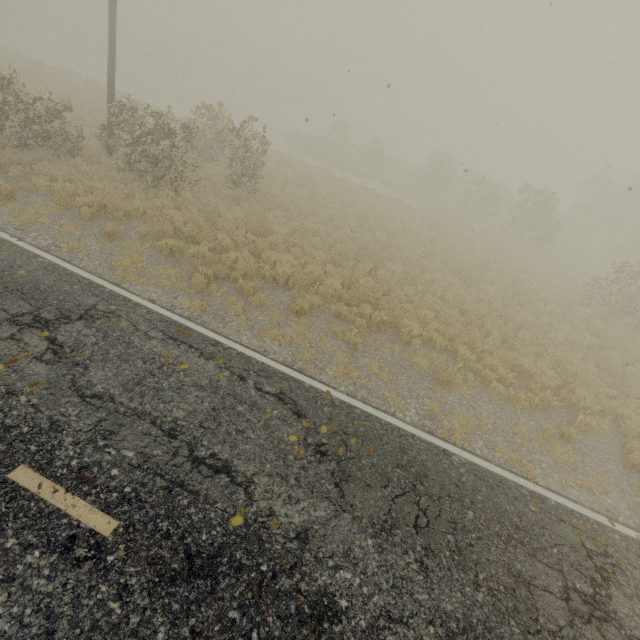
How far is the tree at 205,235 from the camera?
10.1m

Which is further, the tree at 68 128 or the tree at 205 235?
the tree at 68 128

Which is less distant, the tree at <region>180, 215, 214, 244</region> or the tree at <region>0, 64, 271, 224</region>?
the tree at <region>180, 215, 214, 244</region>

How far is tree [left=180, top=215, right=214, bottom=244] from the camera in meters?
10.1

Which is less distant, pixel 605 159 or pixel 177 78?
pixel 605 159
